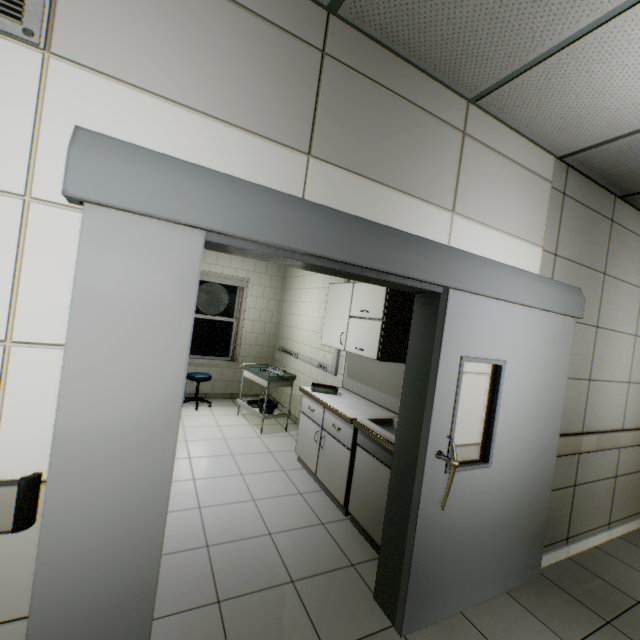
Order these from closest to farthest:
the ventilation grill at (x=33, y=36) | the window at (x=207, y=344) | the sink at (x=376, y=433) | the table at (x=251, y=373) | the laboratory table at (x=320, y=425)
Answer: the ventilation grill at (x=33, y=36)
the sink at (x=376, y=433)
the laboratory table at (x=320, y=425)
the table at (x=251, y=373)
the window at (x=207, y=344)

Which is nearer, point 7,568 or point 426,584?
point 7,568

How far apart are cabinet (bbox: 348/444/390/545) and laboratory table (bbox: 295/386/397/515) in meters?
0.1

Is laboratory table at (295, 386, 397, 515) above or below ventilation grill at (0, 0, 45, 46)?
below

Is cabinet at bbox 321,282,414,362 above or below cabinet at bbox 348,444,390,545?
above

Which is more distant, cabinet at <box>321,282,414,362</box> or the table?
the table

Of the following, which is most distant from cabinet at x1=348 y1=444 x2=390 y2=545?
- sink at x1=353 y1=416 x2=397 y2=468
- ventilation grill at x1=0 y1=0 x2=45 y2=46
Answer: ventilation grill at x1=0 y1=0 x2=45 y2=46

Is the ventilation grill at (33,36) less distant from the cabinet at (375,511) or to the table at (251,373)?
the cabinet at (375,511)
